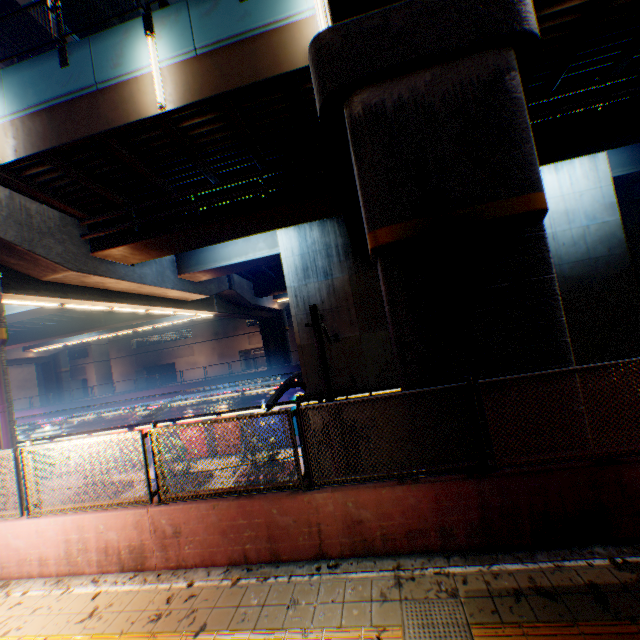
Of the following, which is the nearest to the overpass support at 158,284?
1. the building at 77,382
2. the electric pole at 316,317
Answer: the electric pole at 316,317

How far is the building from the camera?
51.5m

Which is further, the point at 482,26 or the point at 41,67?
the point at 41,67

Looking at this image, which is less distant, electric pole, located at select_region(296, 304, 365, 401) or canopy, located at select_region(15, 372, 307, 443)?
electric pole, located at select_region(296, 304, 365, 401)

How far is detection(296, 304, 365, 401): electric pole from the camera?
6.81m

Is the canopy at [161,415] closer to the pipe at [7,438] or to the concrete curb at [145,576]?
the pipe at [7,438]

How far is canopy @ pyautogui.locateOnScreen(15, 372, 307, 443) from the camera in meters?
A: 15.4 m

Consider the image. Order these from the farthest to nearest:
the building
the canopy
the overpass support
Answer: the building → the canopy → the overpass support
